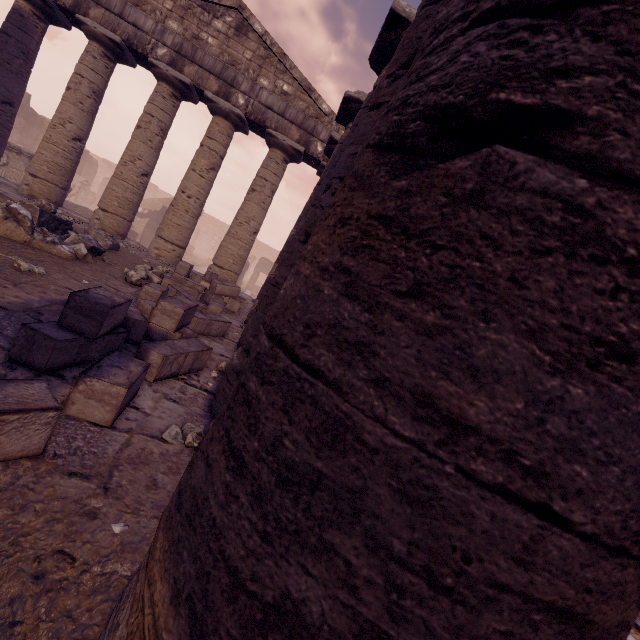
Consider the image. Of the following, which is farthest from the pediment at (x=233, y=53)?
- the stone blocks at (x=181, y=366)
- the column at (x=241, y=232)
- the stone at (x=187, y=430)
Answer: the stone at (x=187, y=430)

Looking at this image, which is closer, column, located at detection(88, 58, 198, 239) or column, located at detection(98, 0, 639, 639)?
column, located at detection(98, 0, 639, 639)

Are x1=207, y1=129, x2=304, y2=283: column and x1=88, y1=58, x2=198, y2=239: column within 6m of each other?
yes

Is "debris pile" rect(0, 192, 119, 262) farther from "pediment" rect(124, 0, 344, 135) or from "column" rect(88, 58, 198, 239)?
"pediment" rect(124, 0, 344, 135)

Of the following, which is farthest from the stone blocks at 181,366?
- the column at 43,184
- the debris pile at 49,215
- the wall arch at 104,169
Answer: the wall arch at 104,169

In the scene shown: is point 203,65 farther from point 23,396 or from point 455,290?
point 455,290

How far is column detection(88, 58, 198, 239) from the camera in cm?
1012

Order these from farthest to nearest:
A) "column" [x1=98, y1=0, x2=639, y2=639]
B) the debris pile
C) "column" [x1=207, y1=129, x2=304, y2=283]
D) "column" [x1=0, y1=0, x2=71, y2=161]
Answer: "column" [x1=207, y1=129, x2=304, y2=283] < "column" [x1=0, y1=0, x2=71, y2=161] < the debris pile < "column" [x1=98, y1=0, x2=639, y2=639]
